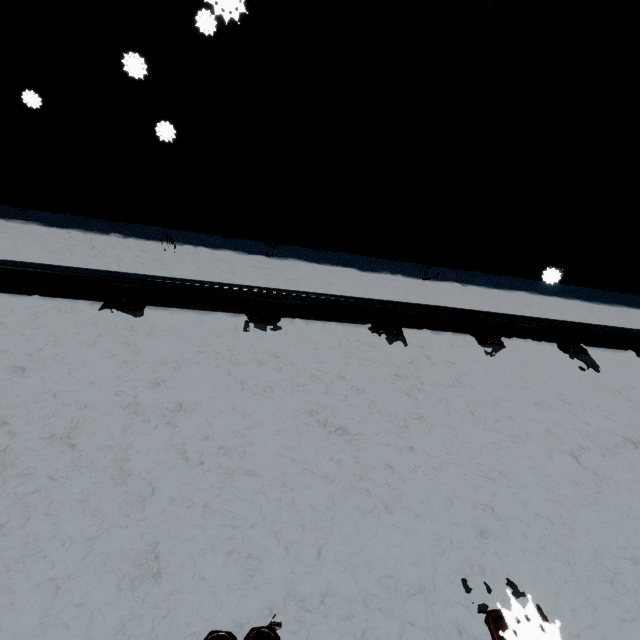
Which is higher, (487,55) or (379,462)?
(487,55)
